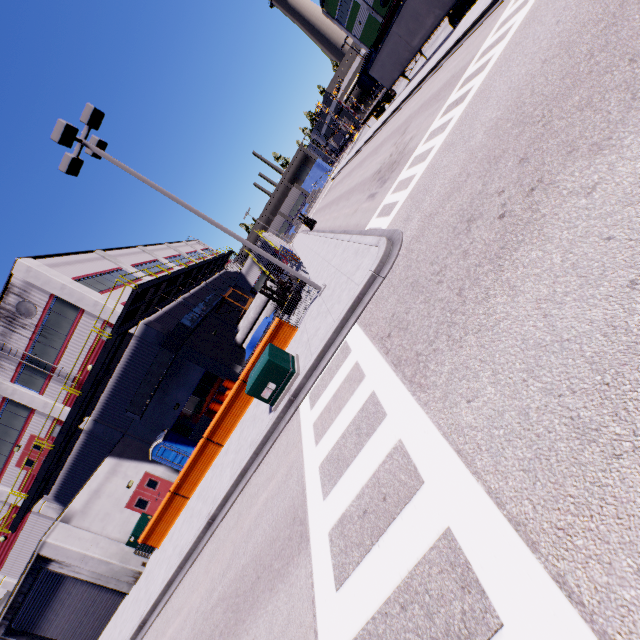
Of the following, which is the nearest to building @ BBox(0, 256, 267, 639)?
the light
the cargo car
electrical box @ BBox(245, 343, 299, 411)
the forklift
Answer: the cargo car

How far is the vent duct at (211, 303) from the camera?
20.2m

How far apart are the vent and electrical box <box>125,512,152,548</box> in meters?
13.6 m

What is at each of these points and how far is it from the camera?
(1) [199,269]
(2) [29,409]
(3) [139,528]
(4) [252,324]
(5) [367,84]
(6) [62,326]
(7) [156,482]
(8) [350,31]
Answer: (1) balcony, 32.0 meters
(2) building, 21.7 meters
(3) electrical box, 16.6 meters
(4) concrete pipe, 25.4 meters
(5) cargo car, 52.8 meters
(6) building, 20.4 meters
(7) door, 21.0 meters
(8) building, 51.9 meters

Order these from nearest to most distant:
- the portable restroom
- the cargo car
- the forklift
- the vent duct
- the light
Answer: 1. the light
2. the forklift
3. the vent duct
4. the portable restroom
5. the cargo car

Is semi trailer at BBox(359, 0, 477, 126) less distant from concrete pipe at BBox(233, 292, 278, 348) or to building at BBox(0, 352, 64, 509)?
building at BBox(0, 352, 64, 509)

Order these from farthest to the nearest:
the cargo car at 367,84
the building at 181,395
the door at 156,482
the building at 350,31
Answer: the building at 350,31, the cargo car at 367,84, the door at 156,482, the building at 181,395

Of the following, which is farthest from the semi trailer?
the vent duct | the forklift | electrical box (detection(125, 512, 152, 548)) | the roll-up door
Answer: the roll-up door
